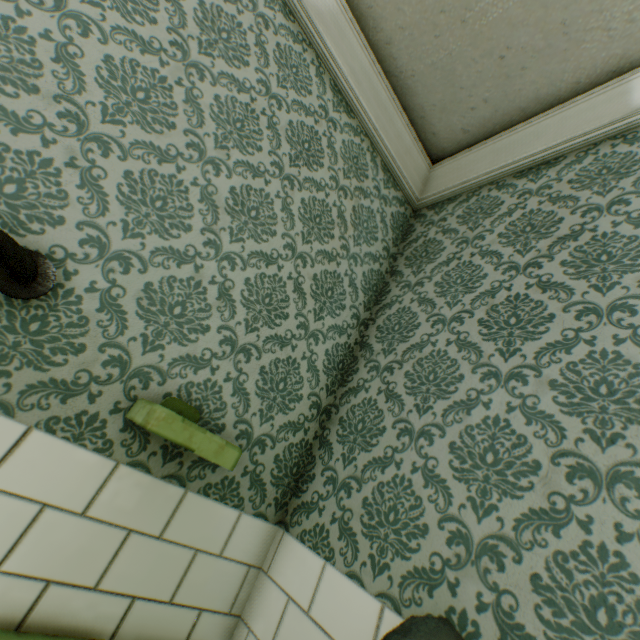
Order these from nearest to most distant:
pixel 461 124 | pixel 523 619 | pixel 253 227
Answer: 1. pixel 523 619
2. pixel 253 227
3. pixel 461 124

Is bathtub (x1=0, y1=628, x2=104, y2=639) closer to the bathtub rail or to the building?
the building

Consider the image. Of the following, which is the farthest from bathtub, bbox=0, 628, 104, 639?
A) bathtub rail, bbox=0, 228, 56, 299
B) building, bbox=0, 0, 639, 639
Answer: bathtub rail, bbox=0, 228, 56, 299

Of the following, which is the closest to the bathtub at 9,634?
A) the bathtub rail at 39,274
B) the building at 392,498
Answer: the building at 392,498

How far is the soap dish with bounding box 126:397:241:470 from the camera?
0.72m

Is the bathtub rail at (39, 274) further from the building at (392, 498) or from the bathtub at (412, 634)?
the bathtub at (412, 634)
